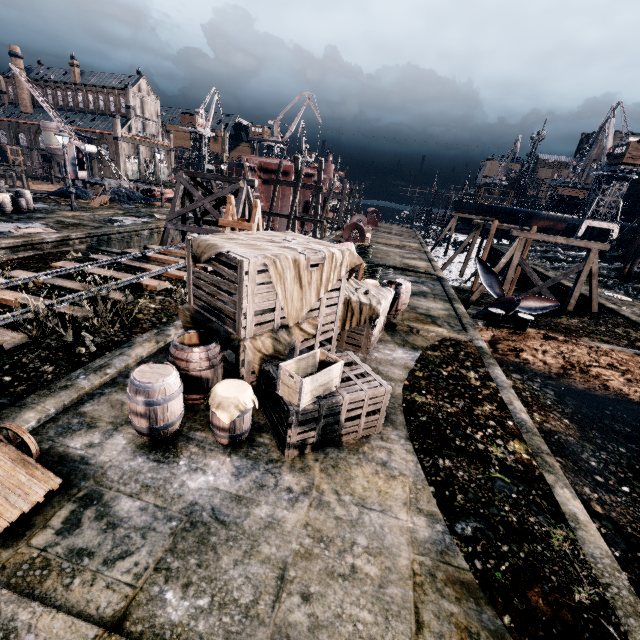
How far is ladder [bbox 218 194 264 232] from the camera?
11.12m

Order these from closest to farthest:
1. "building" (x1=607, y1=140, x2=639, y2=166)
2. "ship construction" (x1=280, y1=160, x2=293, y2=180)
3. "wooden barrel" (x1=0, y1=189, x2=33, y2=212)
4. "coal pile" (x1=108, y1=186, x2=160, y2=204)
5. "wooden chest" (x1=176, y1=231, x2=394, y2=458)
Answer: "wooden chest" (x1=176, y1=231, x2=394, y2=458)
"wooden barrel" (x1=0, y1=189, x2=33, y2=212)
"coal pile" (x1=108, y1=186, x2=160, y2=204)
"ship construction" (x1=280, y1=160, x2=293, y2=180)
"building" (x1=607, y1=140, x2=639, y2=166)

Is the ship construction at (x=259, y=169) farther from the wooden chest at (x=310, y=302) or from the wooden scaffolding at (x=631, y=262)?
the wooden scaffolding at (x=631, y=262)

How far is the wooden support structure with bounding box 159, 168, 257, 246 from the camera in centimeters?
2070cm

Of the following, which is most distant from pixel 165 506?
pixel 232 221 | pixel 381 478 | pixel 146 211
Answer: pixel 146 211

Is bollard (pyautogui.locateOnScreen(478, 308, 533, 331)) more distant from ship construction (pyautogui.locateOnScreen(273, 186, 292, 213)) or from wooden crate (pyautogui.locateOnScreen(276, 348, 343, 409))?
ship construction (pyautogui.locateOnScreen(273, 186, 292, 213))

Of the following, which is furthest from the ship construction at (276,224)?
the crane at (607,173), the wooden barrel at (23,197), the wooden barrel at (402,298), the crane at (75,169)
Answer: the crane at (607,173)

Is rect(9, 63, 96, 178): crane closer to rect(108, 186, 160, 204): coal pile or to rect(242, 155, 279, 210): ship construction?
rect(108, 186, 160, 204): coal pile
